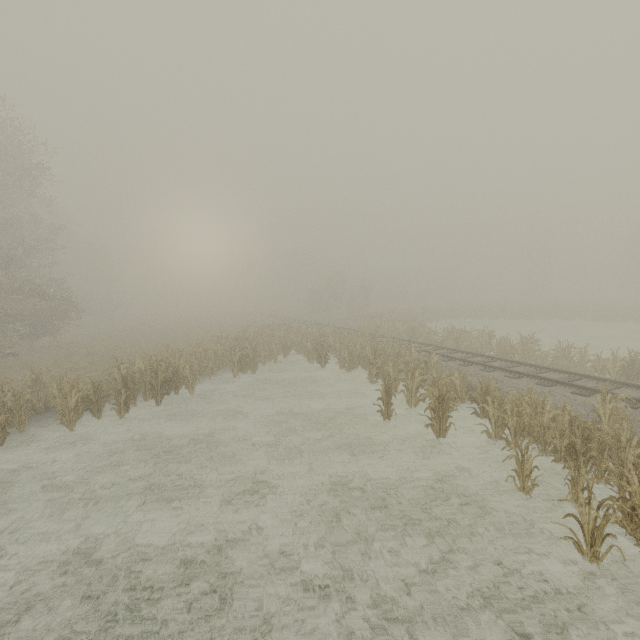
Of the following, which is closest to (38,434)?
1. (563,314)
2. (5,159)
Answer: (5,159)
